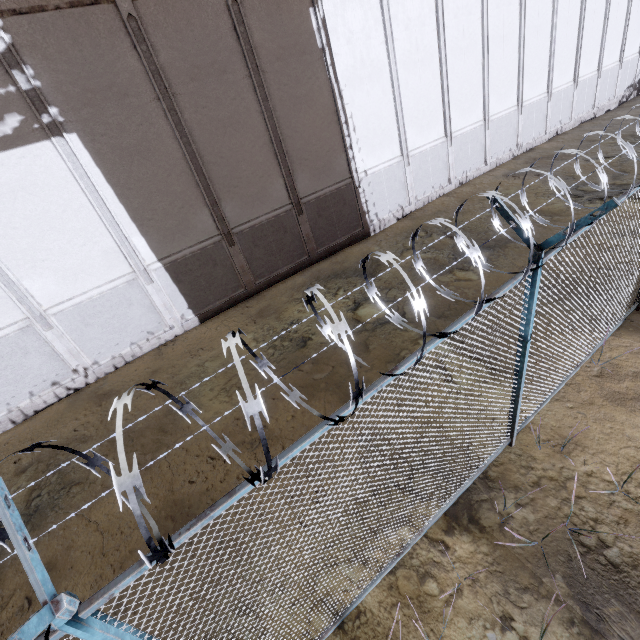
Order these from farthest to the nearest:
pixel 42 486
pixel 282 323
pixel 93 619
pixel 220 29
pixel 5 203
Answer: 1. pixel 282 323
2. pixel 220 29
3. pixel 5 203
4. pixel 42 486
5. pixel 93 619
